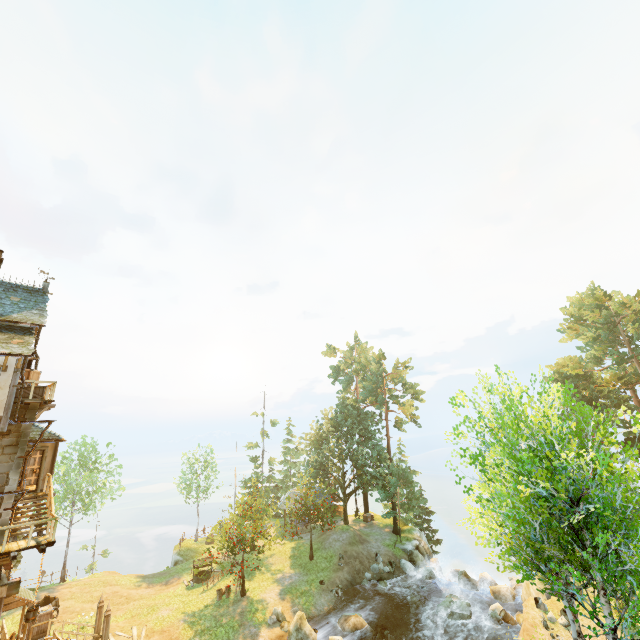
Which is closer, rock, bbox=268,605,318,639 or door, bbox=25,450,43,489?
door, bbox=25,450,43,489

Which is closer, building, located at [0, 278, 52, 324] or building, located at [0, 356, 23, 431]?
building, located at [0, 356, 23, 431]

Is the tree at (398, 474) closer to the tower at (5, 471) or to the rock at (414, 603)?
the rock at (414, 603)

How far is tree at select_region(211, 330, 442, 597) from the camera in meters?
31.6 m

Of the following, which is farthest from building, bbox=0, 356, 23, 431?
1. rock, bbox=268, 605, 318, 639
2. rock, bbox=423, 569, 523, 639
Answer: rock, bbox=423, 569, 523, 639

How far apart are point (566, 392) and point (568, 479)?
2.6 meters

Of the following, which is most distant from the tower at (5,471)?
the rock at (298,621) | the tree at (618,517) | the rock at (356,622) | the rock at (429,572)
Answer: the rock at (429,572)

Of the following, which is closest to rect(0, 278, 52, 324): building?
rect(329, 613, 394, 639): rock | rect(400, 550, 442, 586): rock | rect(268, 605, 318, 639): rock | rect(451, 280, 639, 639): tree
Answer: rect(451, 280, 639, 639): tree
